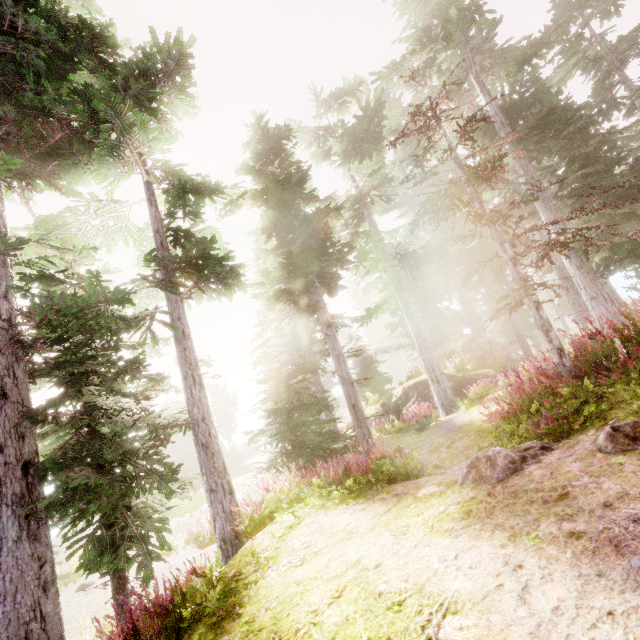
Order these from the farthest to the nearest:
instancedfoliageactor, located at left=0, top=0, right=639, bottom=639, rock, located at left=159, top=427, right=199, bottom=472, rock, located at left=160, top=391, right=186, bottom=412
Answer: rock, located at left=160, top=391, right=186, bottom=412 → rock, located at left=159, top=427, right=199, bottom=472 → instancedfoliageactor, located at left=0, top=0, right=639, bottom=639

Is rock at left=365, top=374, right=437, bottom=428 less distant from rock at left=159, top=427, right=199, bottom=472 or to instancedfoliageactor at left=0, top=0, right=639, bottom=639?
instancedfoliageactor at left=0, top=0, right=639, bottom=639

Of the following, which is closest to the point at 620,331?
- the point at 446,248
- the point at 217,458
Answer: the point at 217,458

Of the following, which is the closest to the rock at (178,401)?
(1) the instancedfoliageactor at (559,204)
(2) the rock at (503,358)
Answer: (1) the instancedfoliageactor at (559,204)

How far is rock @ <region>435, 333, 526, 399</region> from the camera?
16.6 meters

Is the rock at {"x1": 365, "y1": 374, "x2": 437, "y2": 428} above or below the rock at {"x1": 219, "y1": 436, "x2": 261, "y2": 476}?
above

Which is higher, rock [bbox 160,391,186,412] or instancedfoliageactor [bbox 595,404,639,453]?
rock [bbox 160,391,186,412]
